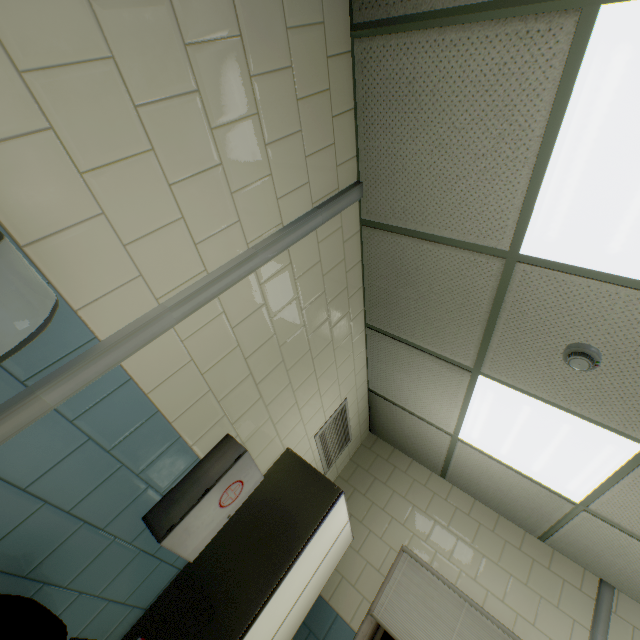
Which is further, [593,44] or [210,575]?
[210,575]

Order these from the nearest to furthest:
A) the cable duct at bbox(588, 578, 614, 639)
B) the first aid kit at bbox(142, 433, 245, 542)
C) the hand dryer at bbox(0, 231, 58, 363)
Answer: the hand dryer at bbox(0, 231, 58, 363)
the first aid kit at bbox(142, 433, 245, 542)
the cable duct at bbox(588, 578, 614, 639)

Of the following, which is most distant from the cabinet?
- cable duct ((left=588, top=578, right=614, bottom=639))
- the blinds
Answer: cable duct ((left=588, top=578, right=614, bottom=639))

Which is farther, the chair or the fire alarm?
the fire alarm

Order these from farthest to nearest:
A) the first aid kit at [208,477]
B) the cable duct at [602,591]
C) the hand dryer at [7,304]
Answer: the cable duct at [602,591]
the first aid kit at [208,477]
the hand dryer at [7,304]

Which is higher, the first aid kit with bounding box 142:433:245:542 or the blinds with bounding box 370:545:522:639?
the blinds with bounding box 370:545:522:639

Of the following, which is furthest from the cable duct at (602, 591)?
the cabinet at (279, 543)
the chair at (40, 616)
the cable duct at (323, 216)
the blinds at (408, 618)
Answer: the cable duct at (323, 216)

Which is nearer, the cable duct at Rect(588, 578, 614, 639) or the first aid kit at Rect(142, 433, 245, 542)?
the first aid kit at Rect(142, 433, 245, 542)
